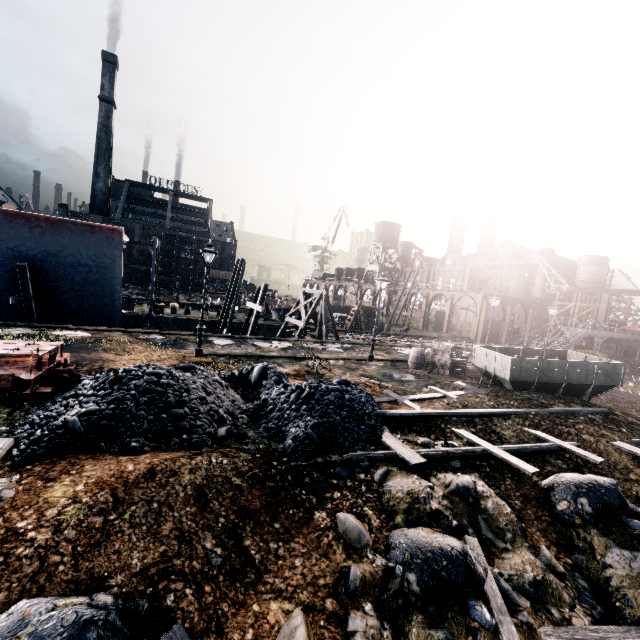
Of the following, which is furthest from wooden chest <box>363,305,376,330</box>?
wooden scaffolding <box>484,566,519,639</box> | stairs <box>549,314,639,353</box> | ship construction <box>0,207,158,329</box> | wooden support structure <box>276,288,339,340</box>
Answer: wooden scaffolding <box>484,566,519,639</box>

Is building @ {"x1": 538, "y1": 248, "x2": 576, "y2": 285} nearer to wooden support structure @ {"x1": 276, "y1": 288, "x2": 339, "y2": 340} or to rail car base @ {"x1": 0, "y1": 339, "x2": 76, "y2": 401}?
wooden support structure @ {"x1": 276, "y1": 288, "x2": 339, "y2": 340}

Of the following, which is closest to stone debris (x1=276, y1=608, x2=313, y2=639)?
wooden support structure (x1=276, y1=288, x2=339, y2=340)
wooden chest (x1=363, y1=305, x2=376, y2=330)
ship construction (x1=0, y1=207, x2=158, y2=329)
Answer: wooden support structure (x1=276, y1=288, x2=339, y2=340)

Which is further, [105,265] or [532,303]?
[532,303]

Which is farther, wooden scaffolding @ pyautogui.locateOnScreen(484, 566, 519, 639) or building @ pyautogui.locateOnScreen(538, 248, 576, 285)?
building @ pyautogui.locateOnScreen(538, 248, 576, 285)

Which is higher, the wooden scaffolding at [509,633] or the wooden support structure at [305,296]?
the wooden support structure at [305,296]

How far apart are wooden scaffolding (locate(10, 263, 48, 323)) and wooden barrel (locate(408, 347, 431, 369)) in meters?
23.2 m

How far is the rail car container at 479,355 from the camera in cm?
1530
